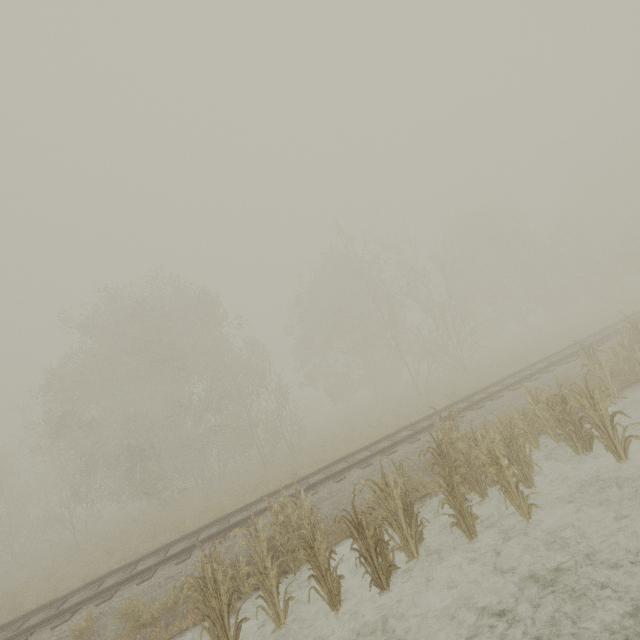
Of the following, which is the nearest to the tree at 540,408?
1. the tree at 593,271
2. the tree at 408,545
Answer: the tree at 593,271

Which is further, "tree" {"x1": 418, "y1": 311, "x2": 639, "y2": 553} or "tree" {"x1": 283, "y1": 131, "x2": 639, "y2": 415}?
"tree" {"x1": 283, "y1": 131, "x2": 639, "y2": 415}

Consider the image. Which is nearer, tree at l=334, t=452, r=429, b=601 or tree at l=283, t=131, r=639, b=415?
tree at l=334, t=452, r=429, b=601

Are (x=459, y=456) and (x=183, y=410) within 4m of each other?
no

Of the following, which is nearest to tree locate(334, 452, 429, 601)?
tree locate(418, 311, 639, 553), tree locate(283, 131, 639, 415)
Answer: tree locate(418, 311, 639, 553)

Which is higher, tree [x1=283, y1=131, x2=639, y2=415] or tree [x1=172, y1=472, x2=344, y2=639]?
tree [x1=283, y1=131, x2=639, y2=415]

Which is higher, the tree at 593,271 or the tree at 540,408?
the tree at 593,271
